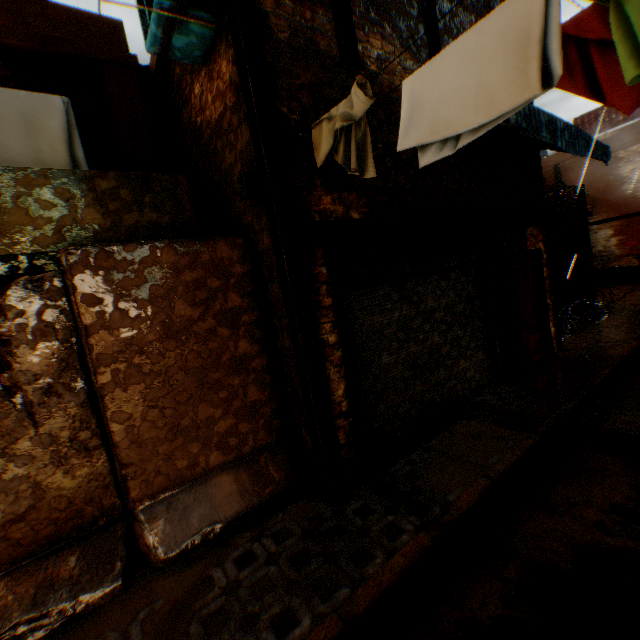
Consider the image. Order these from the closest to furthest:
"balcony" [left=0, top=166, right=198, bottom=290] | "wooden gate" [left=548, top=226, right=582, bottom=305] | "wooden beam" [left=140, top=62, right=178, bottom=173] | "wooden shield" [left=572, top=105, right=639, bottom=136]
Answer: "balcony" [left=0, top=166, right=198, bottom=290] < "wooden beam" [left=140, top=62, right=178, bottom=173] < "wooden gate" [left=548, top=226, right=582, bottom=305] < "wooden shield" [left=572, top=105, right=639, bottom=136]

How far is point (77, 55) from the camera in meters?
4.8

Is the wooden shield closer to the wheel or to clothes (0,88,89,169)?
the wheel

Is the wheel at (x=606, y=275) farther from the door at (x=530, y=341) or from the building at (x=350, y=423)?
the door at (x=530, y=341)

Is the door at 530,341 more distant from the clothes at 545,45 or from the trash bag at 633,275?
the trash bag at 633,275

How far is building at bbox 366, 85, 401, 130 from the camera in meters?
4.4

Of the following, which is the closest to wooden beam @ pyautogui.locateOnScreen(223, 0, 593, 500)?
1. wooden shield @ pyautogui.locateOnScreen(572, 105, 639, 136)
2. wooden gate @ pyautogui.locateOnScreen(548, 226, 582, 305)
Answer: wooden gate @ pyautogui.locateOnScreen(548, 226, 582, 305)

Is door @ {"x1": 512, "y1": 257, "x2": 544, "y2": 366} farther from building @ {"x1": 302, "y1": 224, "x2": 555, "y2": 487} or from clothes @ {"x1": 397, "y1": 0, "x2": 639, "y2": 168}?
clothes @ {"x1": 397, "y1": 0, "x2": 639, "y2": 168}
